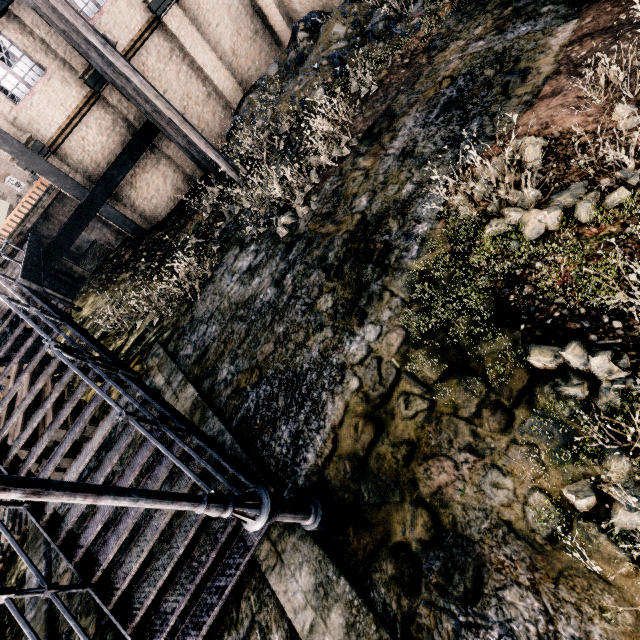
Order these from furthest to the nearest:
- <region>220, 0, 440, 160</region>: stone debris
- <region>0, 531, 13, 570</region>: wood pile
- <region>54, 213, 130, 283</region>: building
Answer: <region>54, 213, 130, 283</region>: building → <region>220, 0, 440, 160</region>: stone debris → <region>0, 531, 13, 570</region>: wood pile

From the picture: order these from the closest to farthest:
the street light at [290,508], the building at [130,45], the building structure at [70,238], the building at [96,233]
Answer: the street light at [290,508] → the building structure at [70,238] → the building at [130,45] → the building at [96,233]

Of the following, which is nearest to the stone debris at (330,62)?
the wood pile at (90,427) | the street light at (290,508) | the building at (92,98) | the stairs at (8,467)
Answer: the building at (92,98)

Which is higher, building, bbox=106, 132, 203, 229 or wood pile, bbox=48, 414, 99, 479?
building, bbox=106, 132, 203, 229

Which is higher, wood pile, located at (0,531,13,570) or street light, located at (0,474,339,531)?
street light, located at (0,474,339,531)

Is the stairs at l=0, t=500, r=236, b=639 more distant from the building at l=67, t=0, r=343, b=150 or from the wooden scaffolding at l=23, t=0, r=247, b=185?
the wooden scaffolding at l=23, t=0, r=247, b=185

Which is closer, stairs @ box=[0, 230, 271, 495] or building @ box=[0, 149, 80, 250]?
stairs @ box=[0, 230, 271, 495]

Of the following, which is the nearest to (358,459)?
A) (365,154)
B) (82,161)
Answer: (365,154)
